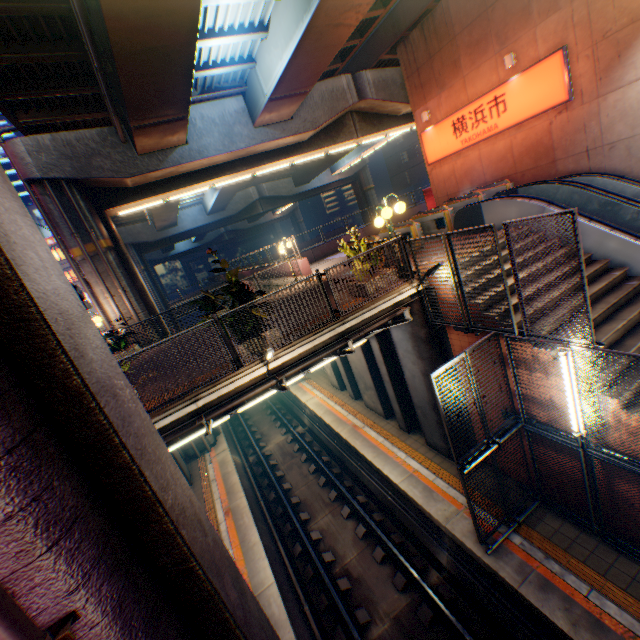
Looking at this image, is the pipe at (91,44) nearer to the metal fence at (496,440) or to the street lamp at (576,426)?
the metal fence at (496,440)

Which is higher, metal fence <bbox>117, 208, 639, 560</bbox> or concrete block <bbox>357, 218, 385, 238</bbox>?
concrete block <bbox>357, 218, 385, 238</bbox>

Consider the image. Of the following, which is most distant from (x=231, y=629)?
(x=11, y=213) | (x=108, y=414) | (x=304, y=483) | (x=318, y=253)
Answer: (x=318, y=253)

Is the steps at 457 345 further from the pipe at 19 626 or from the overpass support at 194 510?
the pipe at 19 626

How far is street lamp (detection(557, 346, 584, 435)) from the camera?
5.9m

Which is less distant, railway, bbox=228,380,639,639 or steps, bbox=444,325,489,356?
railway, bbox=228,380,639,639

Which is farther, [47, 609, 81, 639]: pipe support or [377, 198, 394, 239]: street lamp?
[377, 198, 394, 239]: street lamp

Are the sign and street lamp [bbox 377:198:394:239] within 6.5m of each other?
no
